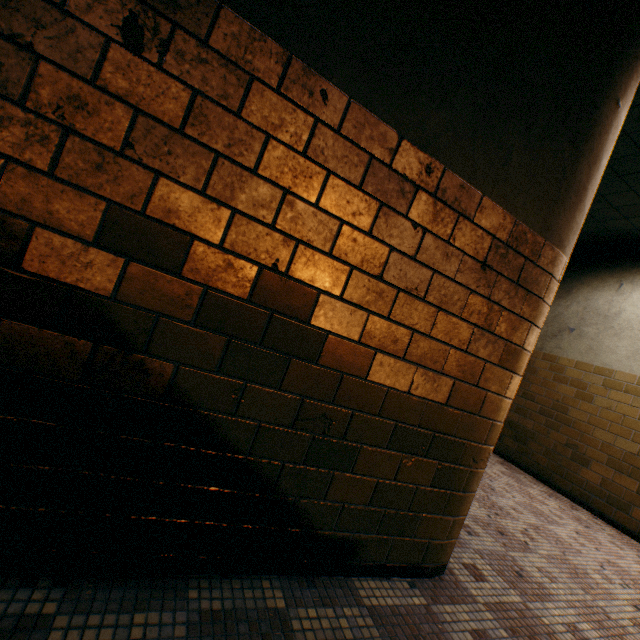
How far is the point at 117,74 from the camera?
1.0 meters
